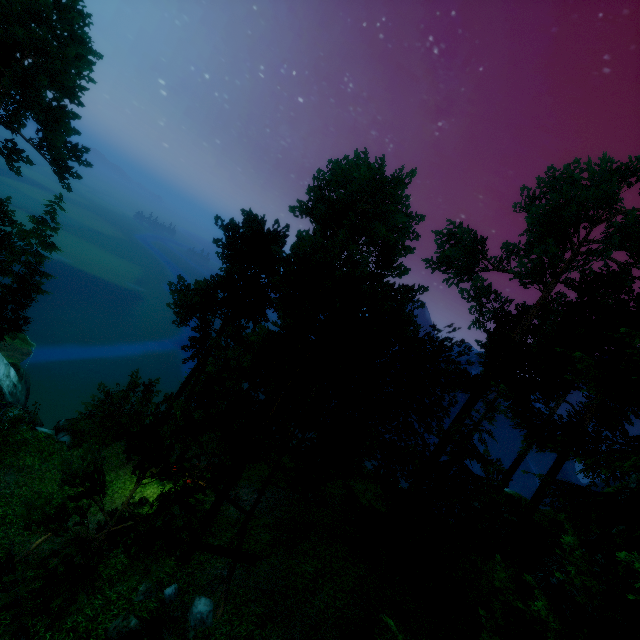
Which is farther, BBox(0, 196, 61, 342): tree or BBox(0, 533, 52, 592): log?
BBox(0, 196, 61, 342): tree

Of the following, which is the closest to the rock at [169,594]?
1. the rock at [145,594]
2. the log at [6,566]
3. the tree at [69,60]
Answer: the rock at [145,594]

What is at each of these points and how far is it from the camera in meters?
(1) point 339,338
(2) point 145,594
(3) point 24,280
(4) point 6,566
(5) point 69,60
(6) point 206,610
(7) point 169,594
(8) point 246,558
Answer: (1) tree, 11.3
(2) rock, 11.5
(3) tree, 29.7
(4) log, 11.5
(5) tree, 20.5
(6) rock, 11.0
(7) rock, 11.5
(8) log, 13.4

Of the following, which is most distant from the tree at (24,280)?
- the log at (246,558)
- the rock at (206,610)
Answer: the rock at (206,610)

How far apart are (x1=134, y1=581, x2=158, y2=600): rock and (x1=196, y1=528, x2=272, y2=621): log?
1.7m

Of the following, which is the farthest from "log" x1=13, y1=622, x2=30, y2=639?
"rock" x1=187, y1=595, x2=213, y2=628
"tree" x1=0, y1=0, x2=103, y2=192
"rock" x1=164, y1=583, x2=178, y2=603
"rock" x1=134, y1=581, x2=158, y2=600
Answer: "rock" x1=187, y1=595, x2=213, y2=628

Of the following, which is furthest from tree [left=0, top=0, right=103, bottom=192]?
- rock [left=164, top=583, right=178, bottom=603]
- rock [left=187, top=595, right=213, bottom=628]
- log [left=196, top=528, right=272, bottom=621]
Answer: rock [left=187, top=595, right=213, bottom=628]

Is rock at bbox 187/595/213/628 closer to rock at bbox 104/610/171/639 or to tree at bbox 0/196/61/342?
rock at bbox 104/610/171/639
